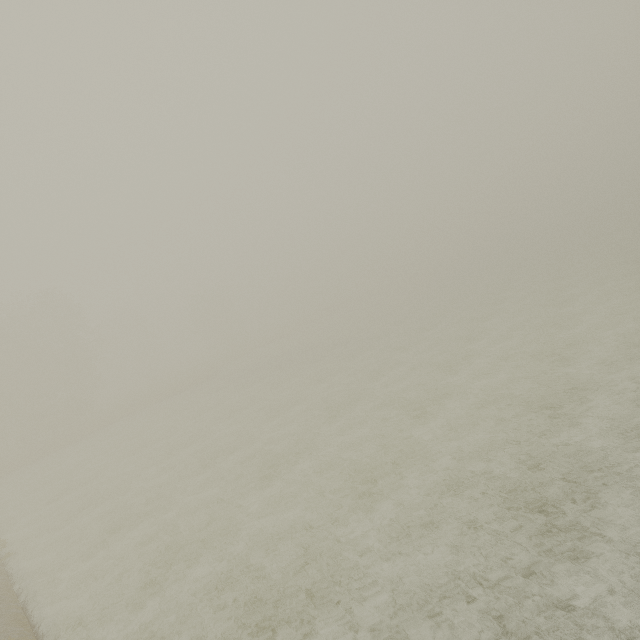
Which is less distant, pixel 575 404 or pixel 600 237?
pixel 575 404
